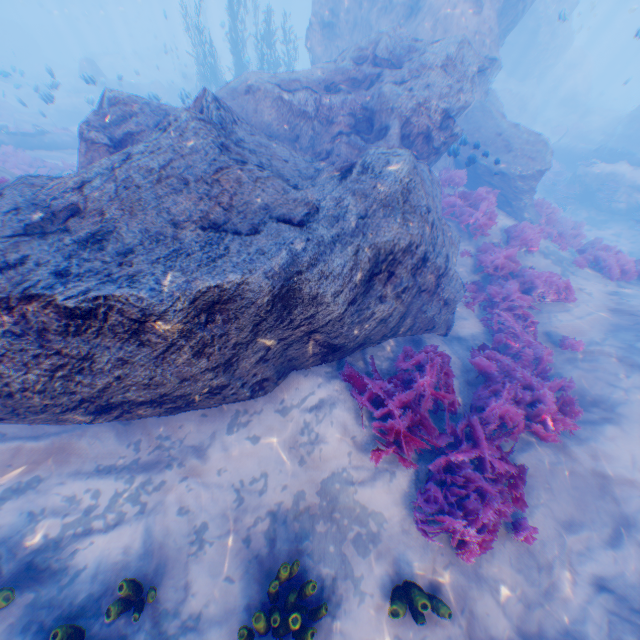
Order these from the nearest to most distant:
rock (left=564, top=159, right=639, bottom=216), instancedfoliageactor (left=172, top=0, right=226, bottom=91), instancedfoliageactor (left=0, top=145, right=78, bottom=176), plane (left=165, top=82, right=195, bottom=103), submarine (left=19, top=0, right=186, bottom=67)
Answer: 1. instancedfoliageactor (left=0, top=145, right=78, bottom=176)
2. plane (left=165, top=82, right=195, bottom=103)
3. rock (left=564, top=159, right=639, bottom=216)
4. instancedfoliageactor (left=172, top=0, right=226, bottom=91)
5. submarine (left=19, top=0, right=186, bottom=67)

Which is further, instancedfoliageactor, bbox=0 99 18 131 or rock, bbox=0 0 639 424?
instancedfoliageactor, bbox=0 99 18 131

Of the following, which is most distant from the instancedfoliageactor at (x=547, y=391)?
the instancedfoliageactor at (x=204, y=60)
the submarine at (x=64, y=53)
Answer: the submarine at (x=64, y=53)

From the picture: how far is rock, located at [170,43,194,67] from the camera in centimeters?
2711cm

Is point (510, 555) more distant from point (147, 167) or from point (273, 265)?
point (147, 167)

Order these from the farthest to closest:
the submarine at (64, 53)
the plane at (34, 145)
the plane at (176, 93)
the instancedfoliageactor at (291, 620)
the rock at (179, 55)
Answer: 1. the submarine at (64, 53)
2. the rock at (179, 55)
3. the plane at (34, 145)
4. the plane at (176, 93)
5. the instancedfoliageactor at (291, 620)

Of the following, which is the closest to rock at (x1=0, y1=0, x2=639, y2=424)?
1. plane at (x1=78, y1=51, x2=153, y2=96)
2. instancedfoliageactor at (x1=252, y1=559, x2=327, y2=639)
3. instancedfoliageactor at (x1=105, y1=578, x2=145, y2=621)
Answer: plane at (x1=78, y1=51, x2=153, y2=96)

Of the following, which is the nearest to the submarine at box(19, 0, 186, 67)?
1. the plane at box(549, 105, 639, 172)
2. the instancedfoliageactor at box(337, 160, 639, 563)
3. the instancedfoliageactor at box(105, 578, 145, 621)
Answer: the instancedfoliageactor at box(337, 160, 639, 563)
